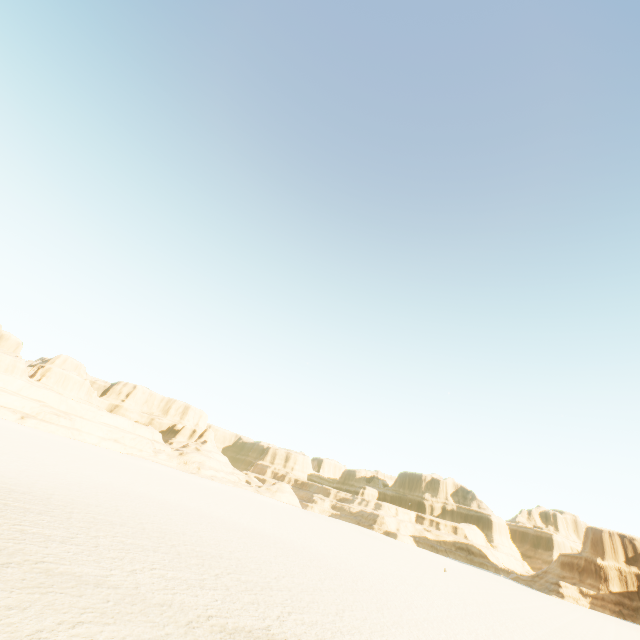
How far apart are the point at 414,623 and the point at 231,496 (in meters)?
50.80
